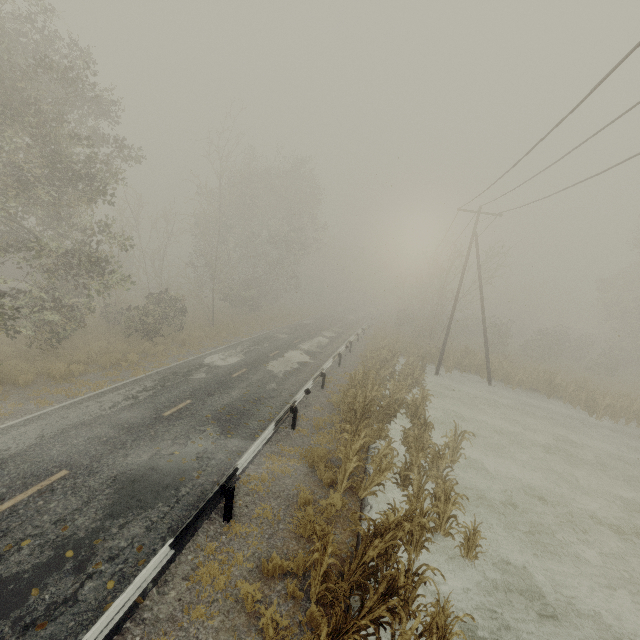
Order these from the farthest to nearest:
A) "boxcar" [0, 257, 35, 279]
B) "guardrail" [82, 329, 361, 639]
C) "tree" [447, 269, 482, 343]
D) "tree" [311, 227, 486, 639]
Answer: "tree" [447, 269, 482, 343]
"boxcar" [0, 257, 35, 279]
"tree" [311, 227, 486, 639]
"guardrail" [82, 329, 361, 639]

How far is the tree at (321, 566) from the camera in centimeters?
565cm

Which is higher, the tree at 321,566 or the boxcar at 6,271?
the boxcar at 6,271

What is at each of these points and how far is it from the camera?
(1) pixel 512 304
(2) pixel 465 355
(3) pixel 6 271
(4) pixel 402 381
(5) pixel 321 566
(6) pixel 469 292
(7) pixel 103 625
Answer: (1) tree, 52.8m
(2) tree, 27.1m
(3) boxcar, 28.5m
(4) tree, 18.8m
(5) tree, 5.9m
(6) tree, 29.4m
(7) guardrail, 4.4m

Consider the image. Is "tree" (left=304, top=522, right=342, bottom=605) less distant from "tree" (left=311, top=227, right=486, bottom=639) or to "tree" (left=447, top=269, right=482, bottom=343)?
"tree" (left=311, top=227, right=486, bottom=639)

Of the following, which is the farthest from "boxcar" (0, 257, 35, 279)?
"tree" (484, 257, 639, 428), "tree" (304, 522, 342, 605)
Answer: "tree" (304, 522, 342, 605)

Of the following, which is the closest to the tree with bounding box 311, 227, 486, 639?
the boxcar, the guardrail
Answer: the guardrail

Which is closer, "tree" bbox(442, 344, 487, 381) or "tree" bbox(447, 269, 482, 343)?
"tree" bbox(442, 344, 487, 381)
